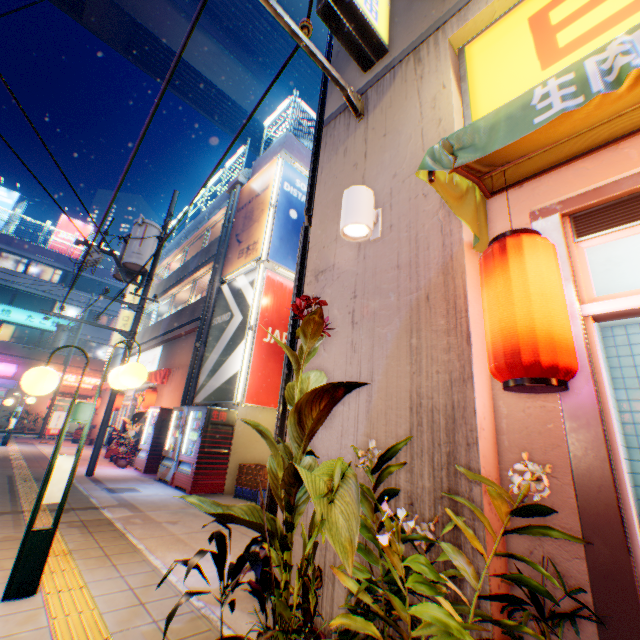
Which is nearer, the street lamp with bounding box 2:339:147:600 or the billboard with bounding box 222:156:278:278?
the street lamp with bounding box 2:339:147:600

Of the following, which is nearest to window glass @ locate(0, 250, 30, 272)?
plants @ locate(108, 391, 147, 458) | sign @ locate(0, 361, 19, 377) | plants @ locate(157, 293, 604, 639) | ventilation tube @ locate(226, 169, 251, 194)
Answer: sign @ locate(0, 361, 19, 377)

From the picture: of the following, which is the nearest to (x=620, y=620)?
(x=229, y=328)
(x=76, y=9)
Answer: (x=229, y=328)

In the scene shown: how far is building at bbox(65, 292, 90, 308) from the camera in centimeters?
3011cm

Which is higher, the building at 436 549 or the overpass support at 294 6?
the overpass support at 294 6

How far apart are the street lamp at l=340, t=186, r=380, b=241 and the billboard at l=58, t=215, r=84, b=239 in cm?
3895

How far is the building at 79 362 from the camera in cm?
2933

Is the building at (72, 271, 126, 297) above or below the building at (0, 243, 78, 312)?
above
